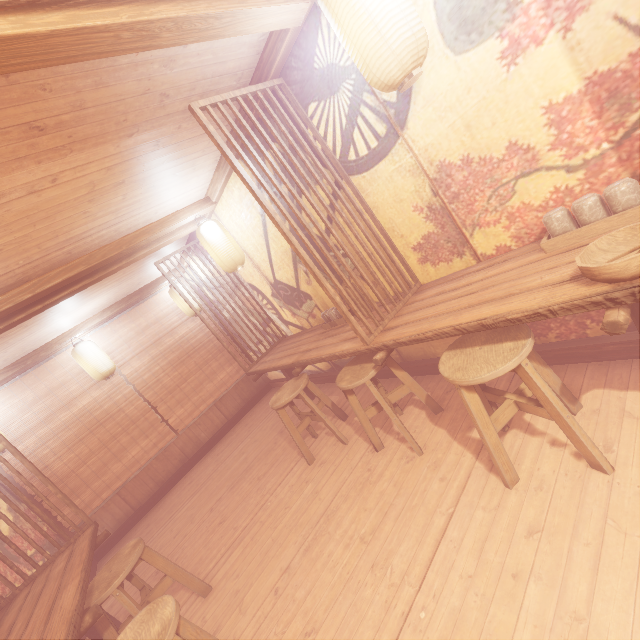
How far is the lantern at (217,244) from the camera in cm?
657

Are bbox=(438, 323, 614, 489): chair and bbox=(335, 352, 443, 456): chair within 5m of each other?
yes

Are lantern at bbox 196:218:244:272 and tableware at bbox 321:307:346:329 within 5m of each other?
yes

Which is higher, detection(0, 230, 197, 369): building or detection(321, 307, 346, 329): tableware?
detection(0, 230, 197, 369): building

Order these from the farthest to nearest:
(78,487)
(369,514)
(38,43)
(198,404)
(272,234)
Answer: (198,404) → (78,487) → (272,234) → (369,514) → (38,43)

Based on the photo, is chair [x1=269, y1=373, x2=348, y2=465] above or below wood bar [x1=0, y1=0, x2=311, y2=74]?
below

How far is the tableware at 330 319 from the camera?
6.0 meters

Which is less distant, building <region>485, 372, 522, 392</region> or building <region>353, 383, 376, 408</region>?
building <region>485, 372, 522, 392</region>
